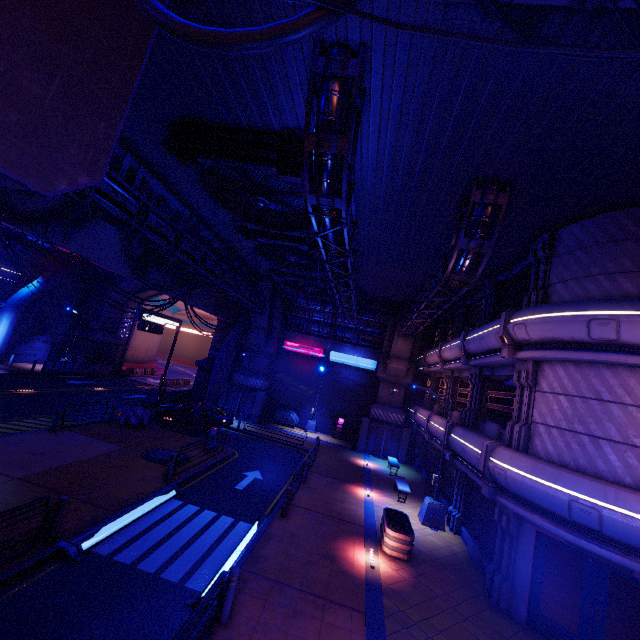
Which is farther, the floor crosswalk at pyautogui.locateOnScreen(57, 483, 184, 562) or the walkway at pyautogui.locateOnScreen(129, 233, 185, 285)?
the walkway at pyautogui.locateOnScreen(129, 233, 185, 285)

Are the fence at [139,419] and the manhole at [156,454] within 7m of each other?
yes

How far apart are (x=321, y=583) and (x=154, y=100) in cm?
1521

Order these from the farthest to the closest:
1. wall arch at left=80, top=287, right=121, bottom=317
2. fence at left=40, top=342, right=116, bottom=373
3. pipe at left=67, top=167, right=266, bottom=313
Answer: wall arch at left=80, top=287, right=121, bottom=317 → fence at left=40, top=342, right=116, bottom=373 → pipe at left=67, top=167, right=266, bottom=313

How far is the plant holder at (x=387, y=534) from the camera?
11.2m

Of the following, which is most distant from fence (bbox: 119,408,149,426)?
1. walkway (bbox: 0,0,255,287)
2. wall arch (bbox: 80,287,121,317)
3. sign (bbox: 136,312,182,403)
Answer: wall arch (bbox: 80,287,121,317)

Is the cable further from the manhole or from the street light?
the manhole

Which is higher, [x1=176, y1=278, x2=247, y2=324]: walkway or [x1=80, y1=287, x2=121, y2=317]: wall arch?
[x1=176, y1=278, x2=247, y2=324]: walkway
